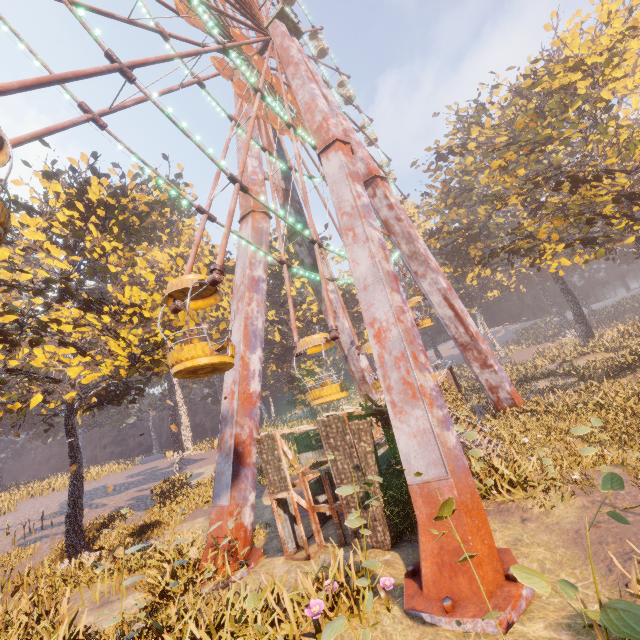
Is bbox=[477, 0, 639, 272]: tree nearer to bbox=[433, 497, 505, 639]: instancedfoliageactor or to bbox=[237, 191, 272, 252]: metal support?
bbox=[237, 191, 272, 252]: metal support

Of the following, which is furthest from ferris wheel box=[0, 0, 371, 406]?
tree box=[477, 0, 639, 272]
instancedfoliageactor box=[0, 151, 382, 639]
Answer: tree box=[477, 0, 639, 272]

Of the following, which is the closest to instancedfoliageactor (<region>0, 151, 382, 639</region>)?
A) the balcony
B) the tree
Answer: the tree

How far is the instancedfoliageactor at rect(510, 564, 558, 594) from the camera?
2.7m

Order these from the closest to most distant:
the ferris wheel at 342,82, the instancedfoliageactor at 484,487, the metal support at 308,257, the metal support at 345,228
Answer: the metal support at 345,228 < the instancedfoliageactor at 484,487 < the metal support at 308,257 < the ferris wheel at 342,82

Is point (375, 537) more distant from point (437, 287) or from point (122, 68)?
point (122, 68)

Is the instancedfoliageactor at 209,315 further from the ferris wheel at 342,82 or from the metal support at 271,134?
the ferris wheel at 342,82

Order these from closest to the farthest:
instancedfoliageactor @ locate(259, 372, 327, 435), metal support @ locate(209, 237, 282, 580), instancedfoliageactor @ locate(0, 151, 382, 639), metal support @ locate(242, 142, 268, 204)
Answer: instancedfoliageactor @ locate(0, 151, 382, 639) → metal support @ locate(209, 237, 282, 580) → instancedfoliageactor @ locate(259, 372, 327, 435) → metal support @ locate(242, 142, 268, 204)
